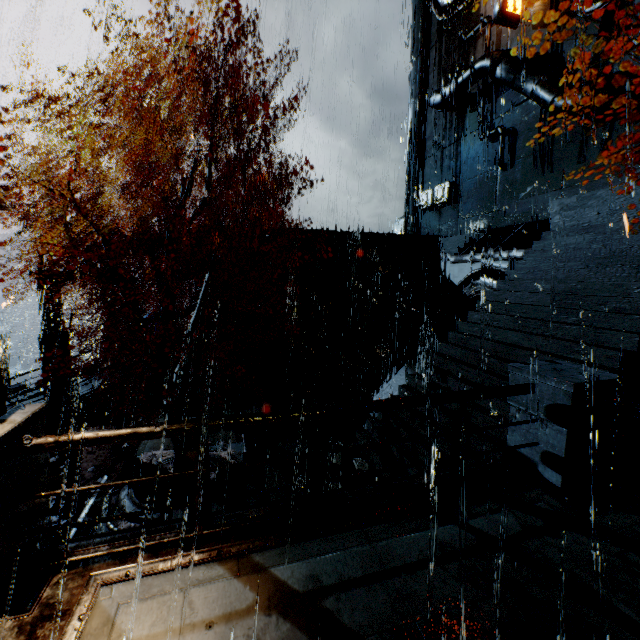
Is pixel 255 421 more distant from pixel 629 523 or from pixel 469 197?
pixel 469 197

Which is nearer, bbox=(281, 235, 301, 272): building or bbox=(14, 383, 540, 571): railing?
bbox=(14, 383, 540, 571): railing

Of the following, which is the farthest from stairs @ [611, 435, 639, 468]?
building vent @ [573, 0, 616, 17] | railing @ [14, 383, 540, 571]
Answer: building vent @ [573, 0, 616, 17]

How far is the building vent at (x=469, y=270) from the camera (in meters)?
14.27

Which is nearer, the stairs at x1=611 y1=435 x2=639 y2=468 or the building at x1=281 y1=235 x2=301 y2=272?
the stairs at x1=611 y1=435 x2=639 y2=468

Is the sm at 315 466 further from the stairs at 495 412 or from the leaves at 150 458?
the leaves at 150 458

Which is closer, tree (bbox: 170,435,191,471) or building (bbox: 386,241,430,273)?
tree (bbox: 170,435,191,471)

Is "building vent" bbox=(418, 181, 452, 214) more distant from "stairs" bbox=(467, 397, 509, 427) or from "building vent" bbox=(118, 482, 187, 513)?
"building vent" bbox=(118, 482, 187, 513)
